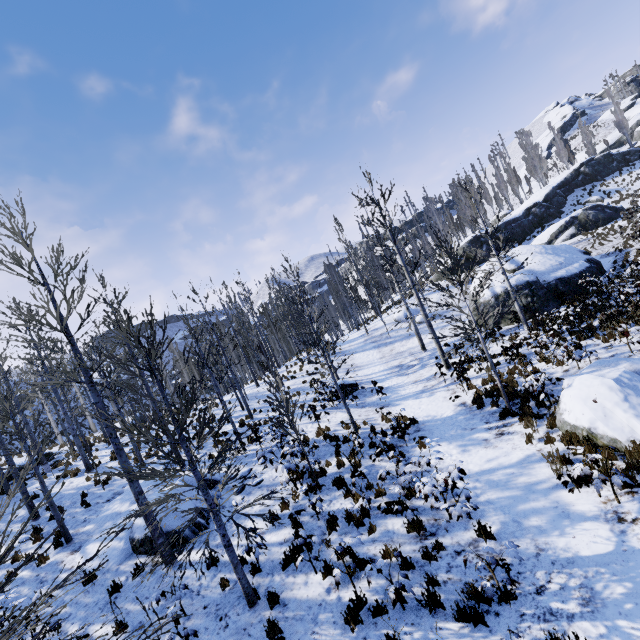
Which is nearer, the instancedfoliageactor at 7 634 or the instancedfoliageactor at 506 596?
the instancedfoliageactor at 7 634

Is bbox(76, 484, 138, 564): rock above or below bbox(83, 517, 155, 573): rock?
above

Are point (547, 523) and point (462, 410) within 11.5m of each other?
yes

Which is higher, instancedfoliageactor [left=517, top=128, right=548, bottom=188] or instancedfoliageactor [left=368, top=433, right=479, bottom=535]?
instancedfoliageactor [left=517, top=128, right=548, bottom=188]

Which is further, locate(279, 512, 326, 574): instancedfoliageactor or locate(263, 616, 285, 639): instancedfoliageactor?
locate(279, 512, 326, 574): instancedfoliageactor

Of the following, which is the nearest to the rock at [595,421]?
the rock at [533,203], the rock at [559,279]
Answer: the rock at [559,279]

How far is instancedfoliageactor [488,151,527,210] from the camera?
50.7m

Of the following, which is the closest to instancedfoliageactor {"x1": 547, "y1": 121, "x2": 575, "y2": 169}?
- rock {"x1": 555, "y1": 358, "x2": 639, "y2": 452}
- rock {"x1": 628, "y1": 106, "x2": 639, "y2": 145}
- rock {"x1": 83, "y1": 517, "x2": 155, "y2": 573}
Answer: rock {"x1": 628, "y1": 106, "x2": 639, "y2": 145}
